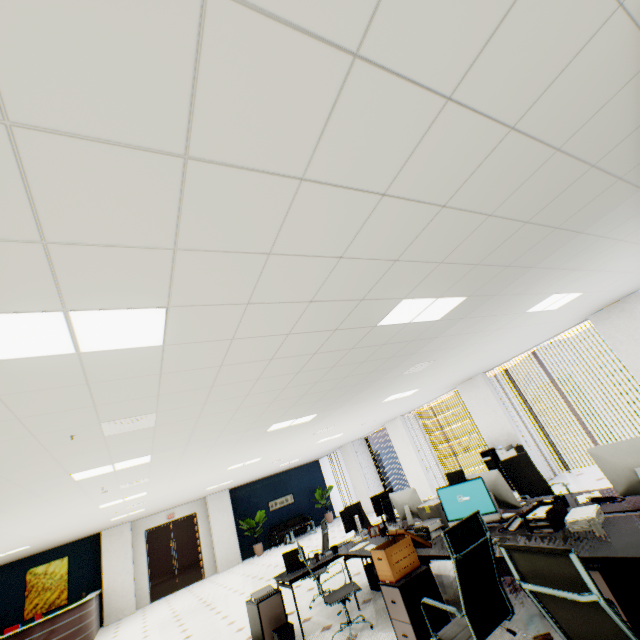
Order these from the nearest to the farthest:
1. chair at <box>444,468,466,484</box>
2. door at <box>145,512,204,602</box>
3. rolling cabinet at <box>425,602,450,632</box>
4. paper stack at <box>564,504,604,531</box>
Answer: paper stack at <box>564,504,604,531</box>, rolling cabinet at <box>425,602,450,632</box>, chair at <box>444,468,466,484</box>, door at <box>145,512,204,602</box>

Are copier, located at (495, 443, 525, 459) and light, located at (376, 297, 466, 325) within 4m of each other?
no

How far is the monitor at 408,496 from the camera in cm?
485

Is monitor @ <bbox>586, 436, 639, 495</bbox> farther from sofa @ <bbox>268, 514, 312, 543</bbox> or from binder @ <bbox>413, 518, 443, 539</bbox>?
sofa @ <bbox>268, 514, 312, 543</bbox>

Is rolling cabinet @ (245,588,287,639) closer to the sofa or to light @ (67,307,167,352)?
light @ (67,307,167,352)

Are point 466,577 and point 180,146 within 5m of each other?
yes

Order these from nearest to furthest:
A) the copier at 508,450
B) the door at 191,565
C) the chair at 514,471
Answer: the chair at 514,471 < the copier at 508,450 < the door at 191,565

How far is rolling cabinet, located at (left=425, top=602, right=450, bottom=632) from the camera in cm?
322
